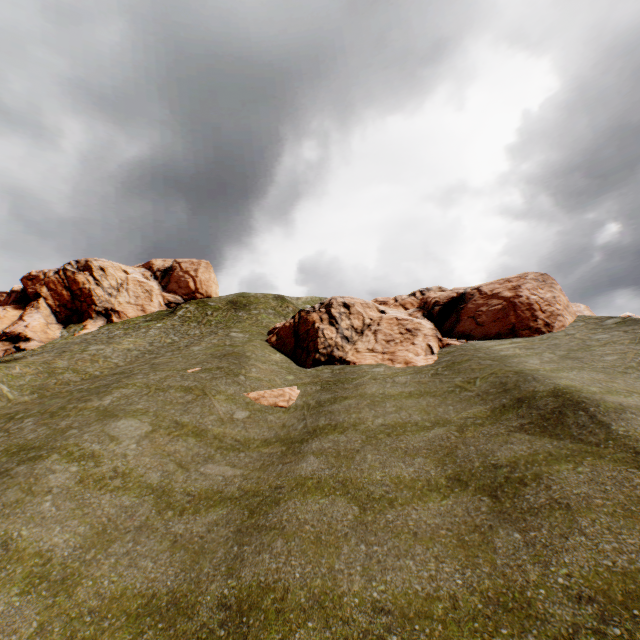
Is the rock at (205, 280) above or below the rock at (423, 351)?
above

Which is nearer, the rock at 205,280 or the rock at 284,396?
the rock at 284,396

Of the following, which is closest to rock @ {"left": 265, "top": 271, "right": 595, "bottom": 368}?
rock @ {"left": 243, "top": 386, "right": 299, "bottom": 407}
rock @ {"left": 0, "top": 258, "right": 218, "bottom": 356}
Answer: rock @ {"left": 243, "top": 386, "right": 299, "bottom": 407}

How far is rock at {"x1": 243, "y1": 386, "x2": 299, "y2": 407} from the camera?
16.8 meters

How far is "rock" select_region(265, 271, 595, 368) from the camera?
21.4m

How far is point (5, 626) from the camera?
6.2m

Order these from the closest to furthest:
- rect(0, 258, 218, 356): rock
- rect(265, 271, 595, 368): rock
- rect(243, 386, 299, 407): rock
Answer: rect(243, 386, 299, 407): rock
rect(265, 271, 595, 368): rock
rect(0, 258, 218, 356): rock
